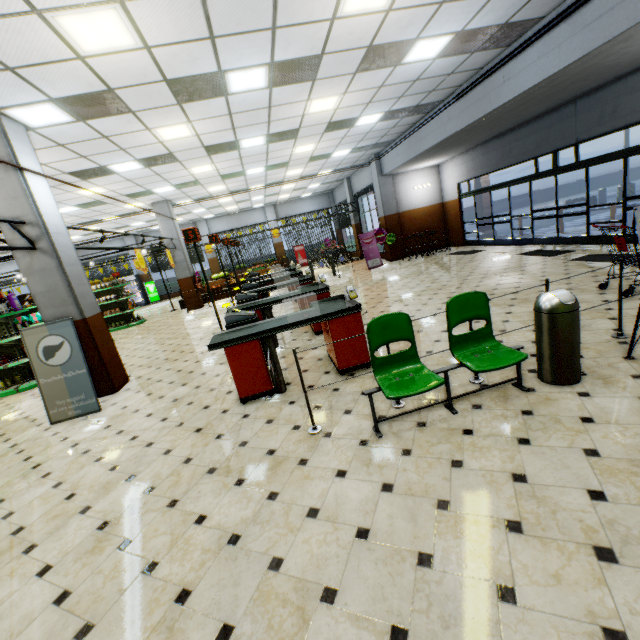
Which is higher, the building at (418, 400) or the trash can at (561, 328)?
the trash can at (561, 328)

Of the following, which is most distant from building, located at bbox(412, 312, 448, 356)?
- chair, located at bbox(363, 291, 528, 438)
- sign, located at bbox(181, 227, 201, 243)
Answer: sign, located at bbox(181, 227, 201, 243)

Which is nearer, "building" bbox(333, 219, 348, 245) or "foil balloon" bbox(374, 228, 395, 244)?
"foil balloon" bbox(374, 228, 395, 244)

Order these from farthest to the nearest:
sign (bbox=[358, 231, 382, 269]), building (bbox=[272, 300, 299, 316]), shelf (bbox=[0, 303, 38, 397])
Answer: sign (bbox=[358, 231, 382, 269]) < building (bbox=[272, 300, 299, 316]) < shelf (bbox=[0, 303, 38, 397])

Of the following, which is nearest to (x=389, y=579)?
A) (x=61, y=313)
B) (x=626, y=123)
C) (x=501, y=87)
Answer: (x=61, y=313)

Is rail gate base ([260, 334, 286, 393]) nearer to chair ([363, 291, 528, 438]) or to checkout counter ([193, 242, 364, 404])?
checkout counter ([193, 242, 364, 404])

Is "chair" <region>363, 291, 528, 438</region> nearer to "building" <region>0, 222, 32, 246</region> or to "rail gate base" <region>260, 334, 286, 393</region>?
"building" <region>0, 222, 32, 246</region>

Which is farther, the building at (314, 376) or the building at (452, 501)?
the building at (314, 376)
